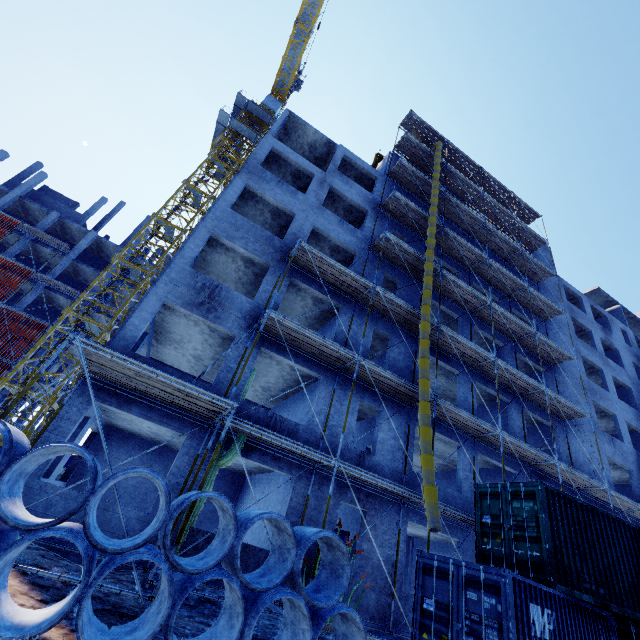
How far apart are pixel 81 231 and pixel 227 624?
42.39m

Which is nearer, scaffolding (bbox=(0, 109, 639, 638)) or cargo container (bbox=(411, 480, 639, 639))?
cargo container (bbox=(411, 480, 639, 639))

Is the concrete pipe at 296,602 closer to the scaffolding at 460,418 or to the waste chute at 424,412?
the scaffolding at 460,418

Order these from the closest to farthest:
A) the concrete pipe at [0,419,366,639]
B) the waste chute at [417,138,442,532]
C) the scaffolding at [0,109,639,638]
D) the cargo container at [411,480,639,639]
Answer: the concrete pipe at [0,419,366,639] → the cargo container at [411,480,639,639] → the scaffolding at [0,109,639,638] → the waste chute at [417,138,442,532]

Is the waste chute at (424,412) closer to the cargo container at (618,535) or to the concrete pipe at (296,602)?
the cargo container at (618,535)

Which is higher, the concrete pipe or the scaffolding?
the scaffolding

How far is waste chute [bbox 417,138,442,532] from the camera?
9.6m

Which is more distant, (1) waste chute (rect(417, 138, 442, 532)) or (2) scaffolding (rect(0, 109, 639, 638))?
(1) waste chute (rect(417, 138, 442, 532))
